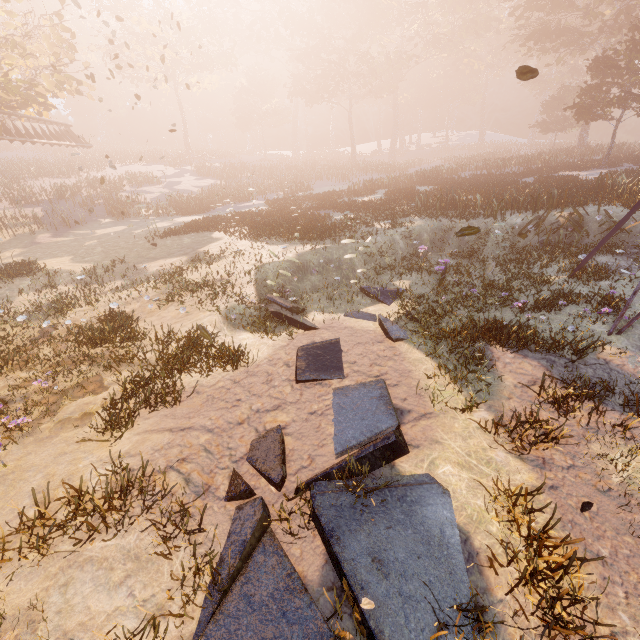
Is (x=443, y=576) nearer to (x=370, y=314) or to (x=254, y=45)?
(x=370, y=314)

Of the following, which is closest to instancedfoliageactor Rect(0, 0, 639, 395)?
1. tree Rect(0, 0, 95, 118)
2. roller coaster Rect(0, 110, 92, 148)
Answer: tree Rect(0, 0, 95, 118)

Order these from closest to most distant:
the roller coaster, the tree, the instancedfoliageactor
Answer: the instancedfoliageactor
the tree
the roller coaster

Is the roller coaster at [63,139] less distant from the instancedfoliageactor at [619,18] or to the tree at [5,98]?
the tree at [5,98]

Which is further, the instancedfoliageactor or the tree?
the tree

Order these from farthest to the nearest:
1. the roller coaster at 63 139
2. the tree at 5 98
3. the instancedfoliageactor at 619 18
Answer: the roller coaster at 63 139 → the tree at 5 98 → the instancedfoliageactor at 619 18

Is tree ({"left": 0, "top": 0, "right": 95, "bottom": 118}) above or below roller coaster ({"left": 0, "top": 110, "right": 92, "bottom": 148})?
above

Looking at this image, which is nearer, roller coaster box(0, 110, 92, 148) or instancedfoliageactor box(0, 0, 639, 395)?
instancedfoliageactor box(0, 0, 639, 395)
